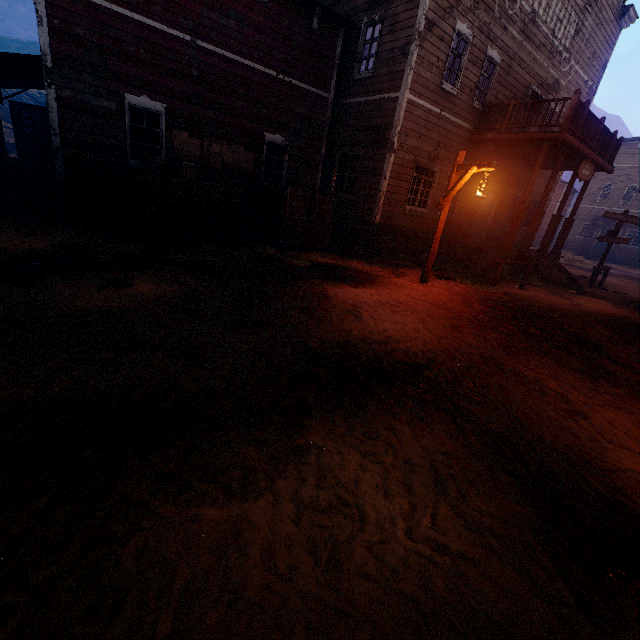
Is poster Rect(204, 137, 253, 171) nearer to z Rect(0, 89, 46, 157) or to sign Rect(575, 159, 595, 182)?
z Rect(0, 89, 46, 157)

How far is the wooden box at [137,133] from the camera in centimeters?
886cm

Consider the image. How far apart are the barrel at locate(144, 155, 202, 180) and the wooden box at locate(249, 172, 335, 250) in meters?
2.1 m

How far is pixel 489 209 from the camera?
15.5 meters

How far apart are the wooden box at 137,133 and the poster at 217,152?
1.4 meters

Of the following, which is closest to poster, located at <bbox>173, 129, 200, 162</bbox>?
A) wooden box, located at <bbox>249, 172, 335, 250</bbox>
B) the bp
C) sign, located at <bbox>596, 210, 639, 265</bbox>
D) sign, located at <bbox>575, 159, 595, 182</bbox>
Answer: wooden box, located at <bbox>249, 172, 335, 250</bbox>

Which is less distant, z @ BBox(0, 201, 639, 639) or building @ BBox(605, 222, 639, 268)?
z @ BBox(0, 201, 639, 639)

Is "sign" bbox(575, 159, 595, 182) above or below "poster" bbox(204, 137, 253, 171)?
above
